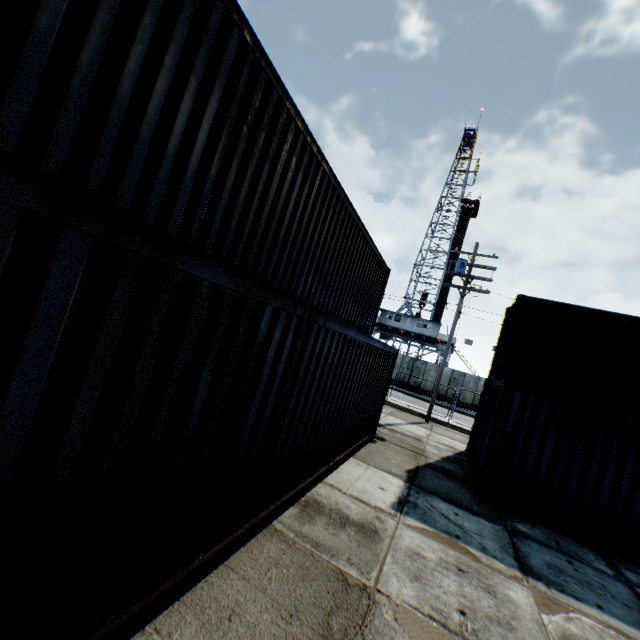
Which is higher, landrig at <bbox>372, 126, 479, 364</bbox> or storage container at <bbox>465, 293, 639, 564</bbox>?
landrig at <bbox>372, 126, 479, 364</bbox>

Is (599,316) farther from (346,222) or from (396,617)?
(396,617)

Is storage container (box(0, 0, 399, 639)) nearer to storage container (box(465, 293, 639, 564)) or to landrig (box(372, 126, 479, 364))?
storage container (box(465, 293, 639, 564))

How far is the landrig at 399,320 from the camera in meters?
37.2 m

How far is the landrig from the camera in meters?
37.2 m

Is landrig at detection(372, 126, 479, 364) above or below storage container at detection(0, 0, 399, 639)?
above

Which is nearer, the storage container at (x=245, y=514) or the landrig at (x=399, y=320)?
the storage container at (x=245, y=514)

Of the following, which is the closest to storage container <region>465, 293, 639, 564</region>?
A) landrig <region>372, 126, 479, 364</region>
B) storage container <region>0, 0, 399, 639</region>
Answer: storage container <region>0, 0, 399, 639</region>
